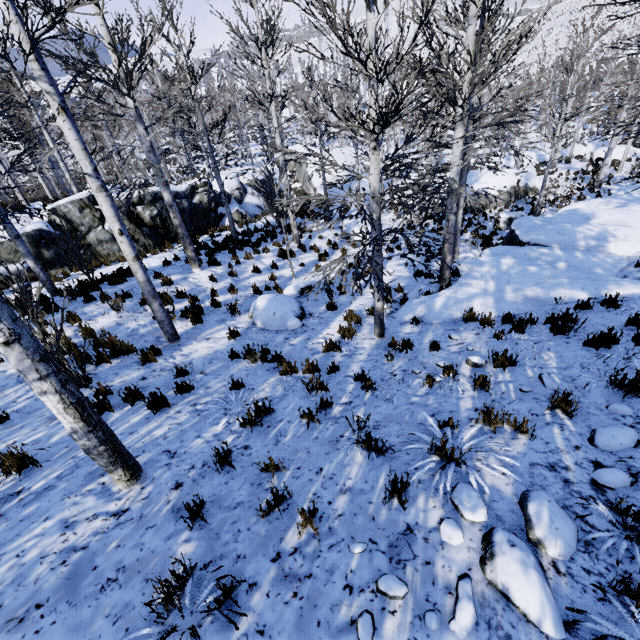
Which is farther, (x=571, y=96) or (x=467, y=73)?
(x=571, y=96)

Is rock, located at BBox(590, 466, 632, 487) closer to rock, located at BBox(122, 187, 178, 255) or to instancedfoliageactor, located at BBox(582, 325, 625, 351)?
instancedfoliageactor, located at BBox(582, 325, 625, 351)

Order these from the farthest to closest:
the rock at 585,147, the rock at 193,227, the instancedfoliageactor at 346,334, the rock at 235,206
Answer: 1. the rock at 585,147
2. the rock at 235,206
3. the rock at 193,227
4. the instancedfoliageactor at 346,334

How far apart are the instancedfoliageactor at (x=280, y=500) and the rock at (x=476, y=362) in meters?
3.8 m

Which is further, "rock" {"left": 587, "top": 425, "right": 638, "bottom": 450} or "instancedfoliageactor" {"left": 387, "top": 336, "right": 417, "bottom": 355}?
"instancedfoliageactor" {"left": 387, "top": 336, "right": 417, "bottom": 355}

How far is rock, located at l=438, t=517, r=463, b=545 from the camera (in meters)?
2.57

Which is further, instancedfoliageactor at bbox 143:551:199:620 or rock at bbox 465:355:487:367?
rock at bbox 465:355:487:367

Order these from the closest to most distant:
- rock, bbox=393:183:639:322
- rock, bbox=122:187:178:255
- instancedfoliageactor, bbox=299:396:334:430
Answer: instancedfoliageactor, bbox=299:396:334:430
rock, bbox=393:183:639:322
rock, bbox=122:187:178:255
